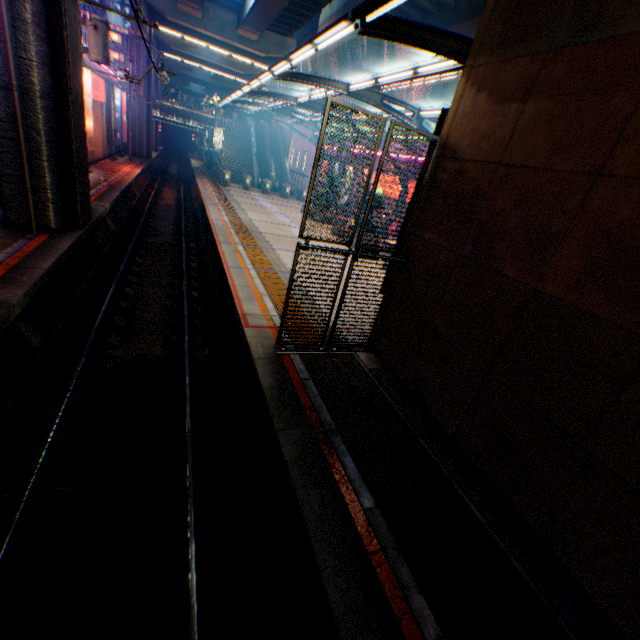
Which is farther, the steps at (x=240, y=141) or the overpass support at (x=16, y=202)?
the steps at (x=240, y=141)

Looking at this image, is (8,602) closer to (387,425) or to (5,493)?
(5,493)

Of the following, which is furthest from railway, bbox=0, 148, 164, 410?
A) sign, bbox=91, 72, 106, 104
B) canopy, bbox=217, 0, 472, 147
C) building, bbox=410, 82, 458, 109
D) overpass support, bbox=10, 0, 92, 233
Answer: building, bbox=410, 82, 458, 109

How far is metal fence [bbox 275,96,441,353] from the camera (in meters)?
5.75

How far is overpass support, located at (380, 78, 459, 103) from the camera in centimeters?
3081cm

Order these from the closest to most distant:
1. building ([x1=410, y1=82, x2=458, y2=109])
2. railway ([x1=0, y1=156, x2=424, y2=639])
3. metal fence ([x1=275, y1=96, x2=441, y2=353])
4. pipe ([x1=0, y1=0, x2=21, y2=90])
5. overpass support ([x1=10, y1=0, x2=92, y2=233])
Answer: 1. railway ([x1=0, y1=156, x2=424, y2=639])
2. metal fence ([x1=275, y1=96, x2=441, y2=353])
3. pipe ([x1=0, y1=0, x2=21, y2=90])
4. overpass support ([x1=10, y1=0, x2=92, y2=233])
5. building ([x1=410, y1=82, x2=458, y2=109])

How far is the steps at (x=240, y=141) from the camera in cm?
3634
